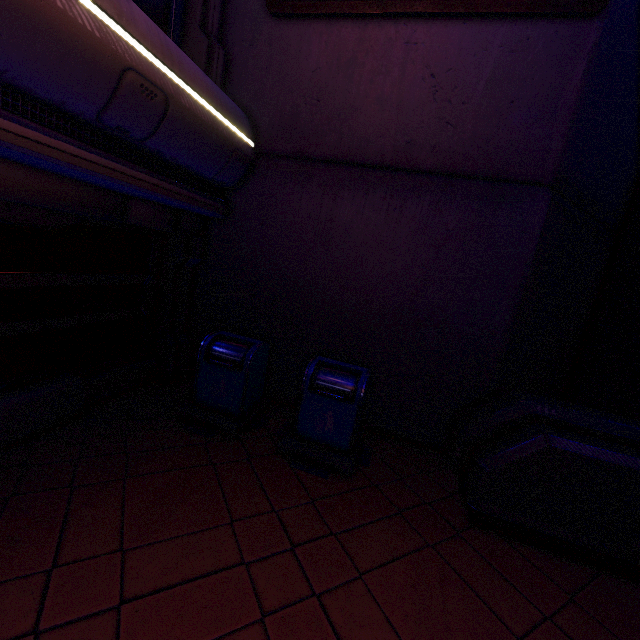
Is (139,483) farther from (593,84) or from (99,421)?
(593,84)

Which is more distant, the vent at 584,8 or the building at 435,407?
the building at 435,407

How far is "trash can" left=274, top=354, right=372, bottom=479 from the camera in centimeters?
409cm

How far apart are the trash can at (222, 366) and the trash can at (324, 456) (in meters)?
0.50

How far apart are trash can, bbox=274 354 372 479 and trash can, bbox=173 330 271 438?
0.50m

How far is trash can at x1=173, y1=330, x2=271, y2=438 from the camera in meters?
4.5 m

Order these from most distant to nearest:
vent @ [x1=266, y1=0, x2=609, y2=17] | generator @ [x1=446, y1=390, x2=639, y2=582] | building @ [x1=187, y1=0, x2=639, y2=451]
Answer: building @ [x1=187, y1=0, x2=639, y2=451]
vent @ [x1=266, y1=0, x2=609, y2=17]
generator @ [x1=446, y1=390, x2=639, y2=582]

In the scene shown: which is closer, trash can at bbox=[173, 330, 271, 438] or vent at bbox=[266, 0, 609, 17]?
vent at bbox=[266, 0, 609, 17]
